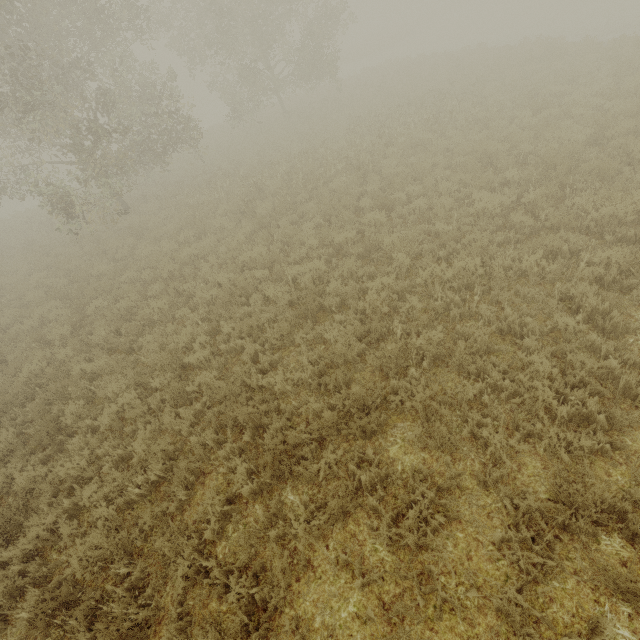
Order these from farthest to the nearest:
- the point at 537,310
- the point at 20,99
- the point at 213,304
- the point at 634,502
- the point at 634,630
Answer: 1. the point at 20,99
2. the point at 213,304
3. the point at 537,310
4. the point at 634,502
5. the point at 634,630
